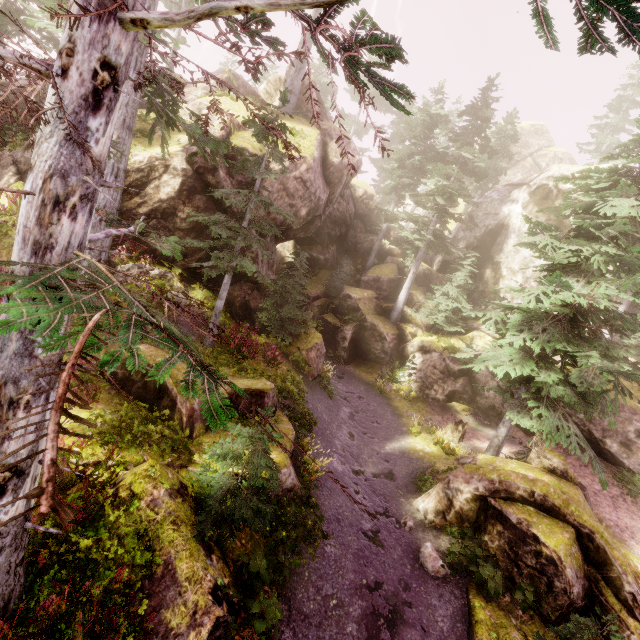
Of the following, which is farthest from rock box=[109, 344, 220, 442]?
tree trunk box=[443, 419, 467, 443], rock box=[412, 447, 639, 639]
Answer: tree trunk box=[443, 419, 467, 443]

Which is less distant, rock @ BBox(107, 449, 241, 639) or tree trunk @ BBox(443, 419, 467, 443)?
rock @ BBox(107, 449, 241, 639)

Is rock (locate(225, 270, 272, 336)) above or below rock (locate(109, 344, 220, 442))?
above

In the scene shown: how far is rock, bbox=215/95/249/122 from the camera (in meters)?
17.01

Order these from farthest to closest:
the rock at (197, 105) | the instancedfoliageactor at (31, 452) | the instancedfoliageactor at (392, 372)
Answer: the instancedfoliageactor at (392, 372) < the rock at (197, 105) < the instancedfoliageactor at (31, 452)

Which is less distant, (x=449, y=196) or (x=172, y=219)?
(x=172, y=219)

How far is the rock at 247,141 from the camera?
14.32m

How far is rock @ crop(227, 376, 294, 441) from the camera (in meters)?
9.91
